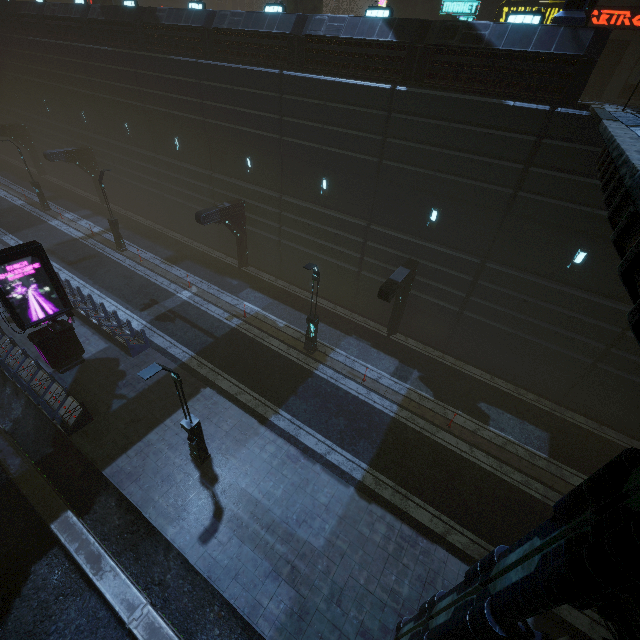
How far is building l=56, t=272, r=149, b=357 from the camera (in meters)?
16.16

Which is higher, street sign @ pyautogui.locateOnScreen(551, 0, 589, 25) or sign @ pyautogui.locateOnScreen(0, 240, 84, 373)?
street sign @ pyautogui.locateOnScreen(551, 0, 589, 25)

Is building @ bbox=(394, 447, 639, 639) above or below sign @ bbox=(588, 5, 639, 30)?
below

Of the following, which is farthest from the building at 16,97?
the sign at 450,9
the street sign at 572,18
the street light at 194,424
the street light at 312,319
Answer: the street light at 194,424

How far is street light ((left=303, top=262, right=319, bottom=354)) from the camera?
14.2m

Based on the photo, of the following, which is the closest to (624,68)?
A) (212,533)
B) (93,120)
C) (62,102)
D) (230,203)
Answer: (230,203)

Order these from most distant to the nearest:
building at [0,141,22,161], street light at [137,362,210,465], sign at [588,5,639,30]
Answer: building at [0,141,22,161], sign at [588,5,639,30], street light at [137,362,210,465]

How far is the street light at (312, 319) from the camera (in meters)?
14.18
